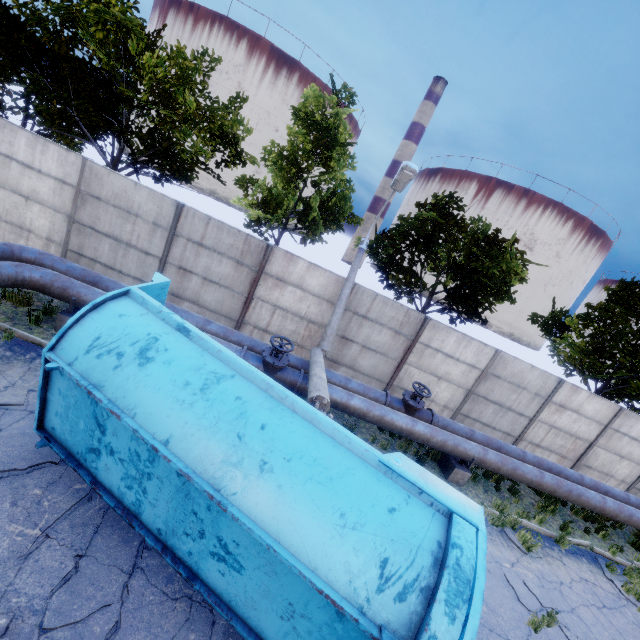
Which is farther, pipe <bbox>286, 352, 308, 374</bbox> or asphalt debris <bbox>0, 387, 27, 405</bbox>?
pipe <bbox>286, 352, 308, 374</bbox>

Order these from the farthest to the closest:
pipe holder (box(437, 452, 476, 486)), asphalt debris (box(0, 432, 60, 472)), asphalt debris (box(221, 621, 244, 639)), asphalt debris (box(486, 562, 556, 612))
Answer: pipe holder (box(437, 452, 476, 486)) < asphalt debris (box(486, 562, 556, 612)) < asphalt debris (box(0, 432, 60, 472)) < asphalt debris (box(221, 621, 244, 639))

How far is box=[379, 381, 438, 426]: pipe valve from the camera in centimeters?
952cm

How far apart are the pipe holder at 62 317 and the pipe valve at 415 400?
8.0 meters

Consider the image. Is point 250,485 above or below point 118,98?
below

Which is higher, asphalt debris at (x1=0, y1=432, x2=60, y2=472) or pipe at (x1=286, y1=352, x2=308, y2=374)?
pipe at (x1=286, y1=352, x2=308, y2=374)

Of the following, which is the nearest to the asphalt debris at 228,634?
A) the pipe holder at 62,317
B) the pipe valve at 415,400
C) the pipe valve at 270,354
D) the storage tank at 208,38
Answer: the pipe valve at 270,354

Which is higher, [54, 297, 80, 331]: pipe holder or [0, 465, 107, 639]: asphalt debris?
[54, 297, 80, 331]: pipe holder
